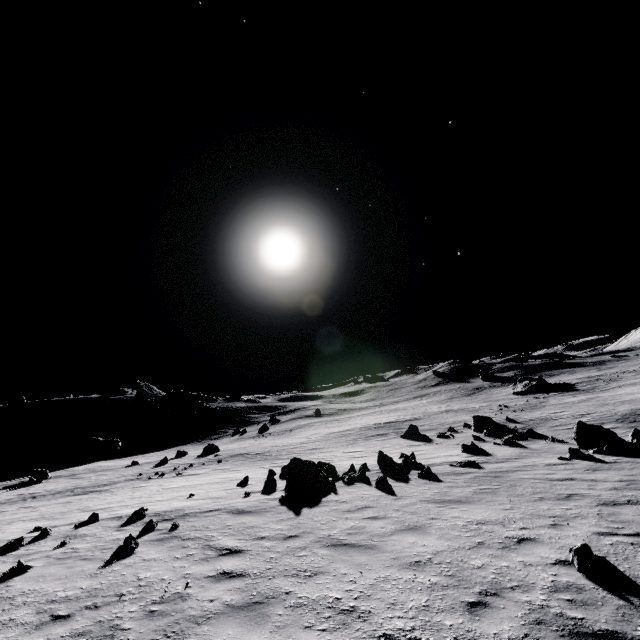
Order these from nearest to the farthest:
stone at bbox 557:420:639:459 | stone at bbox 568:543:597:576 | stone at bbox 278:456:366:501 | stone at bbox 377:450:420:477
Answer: stone at bbox 568:543:597:576 < stone at bbox 278:456:366:501 < stone at bbox 377:450:420:477 < stone at bbox 557:420:639:459

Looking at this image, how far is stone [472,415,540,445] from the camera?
19.5m

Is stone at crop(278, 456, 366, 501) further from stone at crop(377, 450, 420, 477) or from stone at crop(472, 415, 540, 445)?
stone at crop(472, 415, 540, 445)

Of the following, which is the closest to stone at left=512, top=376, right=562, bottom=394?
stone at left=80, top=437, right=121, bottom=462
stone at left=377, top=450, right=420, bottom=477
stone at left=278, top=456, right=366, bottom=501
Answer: stone at left=377, top=450, right=420, bottom=477

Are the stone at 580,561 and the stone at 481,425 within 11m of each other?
no

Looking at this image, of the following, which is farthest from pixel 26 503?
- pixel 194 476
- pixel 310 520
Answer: pixel 310 520

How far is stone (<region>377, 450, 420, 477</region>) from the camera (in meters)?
13.16

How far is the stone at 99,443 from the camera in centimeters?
5262cm
